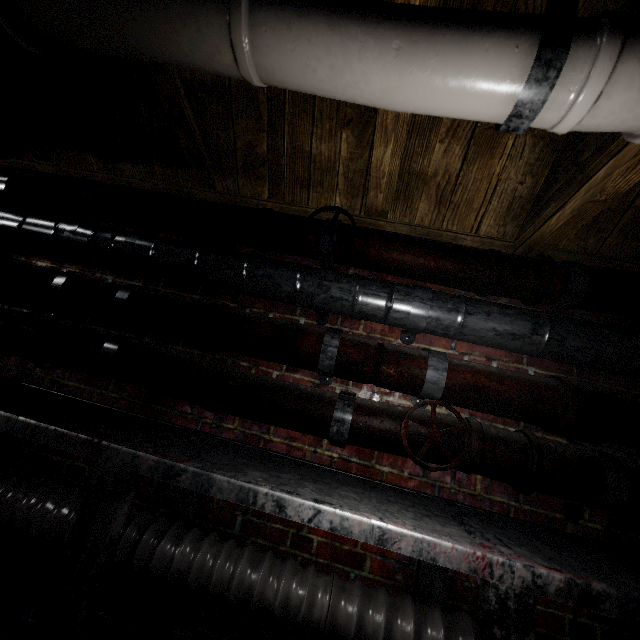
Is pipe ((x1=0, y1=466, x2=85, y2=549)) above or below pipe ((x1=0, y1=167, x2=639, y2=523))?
below

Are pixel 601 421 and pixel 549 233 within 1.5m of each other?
yes

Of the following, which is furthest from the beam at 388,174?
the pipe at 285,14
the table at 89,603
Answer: the table at 89,603

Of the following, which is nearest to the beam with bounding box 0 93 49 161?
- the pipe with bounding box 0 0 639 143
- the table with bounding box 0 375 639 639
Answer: the pipe with bounding box 0 0 639 143

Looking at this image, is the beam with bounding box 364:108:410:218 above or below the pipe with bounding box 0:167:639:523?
above

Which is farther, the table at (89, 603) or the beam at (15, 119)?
the beam at (15, 119)

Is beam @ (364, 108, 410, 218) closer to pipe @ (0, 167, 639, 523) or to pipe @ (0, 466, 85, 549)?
pipe @ (0, 167, 639, 523)
